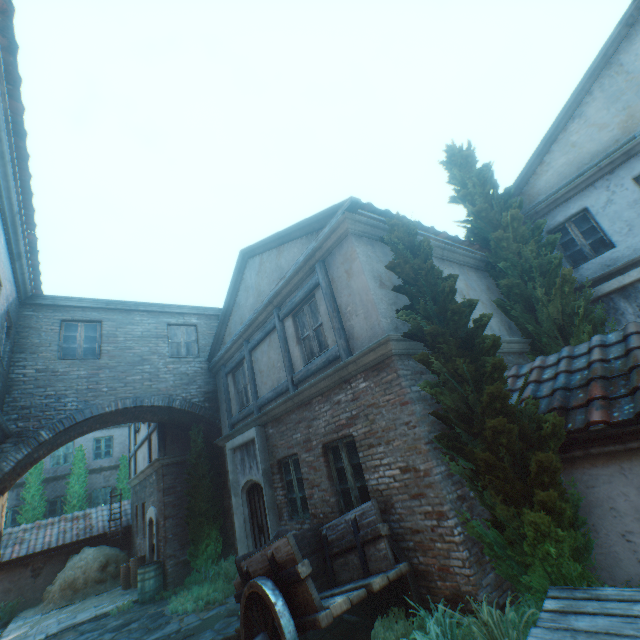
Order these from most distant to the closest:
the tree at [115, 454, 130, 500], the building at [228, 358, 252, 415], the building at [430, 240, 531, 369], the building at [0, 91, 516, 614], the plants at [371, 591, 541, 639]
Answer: the tree at [115, 454, 130, 500]
the building at [228, 358, 252, 415]
the building at [430, 240, 531, 369]
the building at [0, 91, 516, 614]
the plants at [371, 591, 541, 639]

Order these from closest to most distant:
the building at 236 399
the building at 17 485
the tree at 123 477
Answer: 1. the building at 17 485
2. the building at 236 399
3. the tree at 123 477

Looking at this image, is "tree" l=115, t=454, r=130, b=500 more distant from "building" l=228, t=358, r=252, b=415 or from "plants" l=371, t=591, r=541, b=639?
"plants" l=371, t=591, r=541, b=639

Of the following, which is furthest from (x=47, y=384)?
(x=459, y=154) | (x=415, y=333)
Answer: (x=459, y=154)

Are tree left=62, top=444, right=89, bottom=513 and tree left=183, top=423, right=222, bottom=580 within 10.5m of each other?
no

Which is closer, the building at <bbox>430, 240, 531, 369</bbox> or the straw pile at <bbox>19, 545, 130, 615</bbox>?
the building at <bbox>430, 240, 531, 369</bbox>

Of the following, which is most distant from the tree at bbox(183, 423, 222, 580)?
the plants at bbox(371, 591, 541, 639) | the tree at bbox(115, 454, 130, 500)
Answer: the tree at bbox(115, 454, 130, 500)

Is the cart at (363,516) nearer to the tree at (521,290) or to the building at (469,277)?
the building at (469,277)
